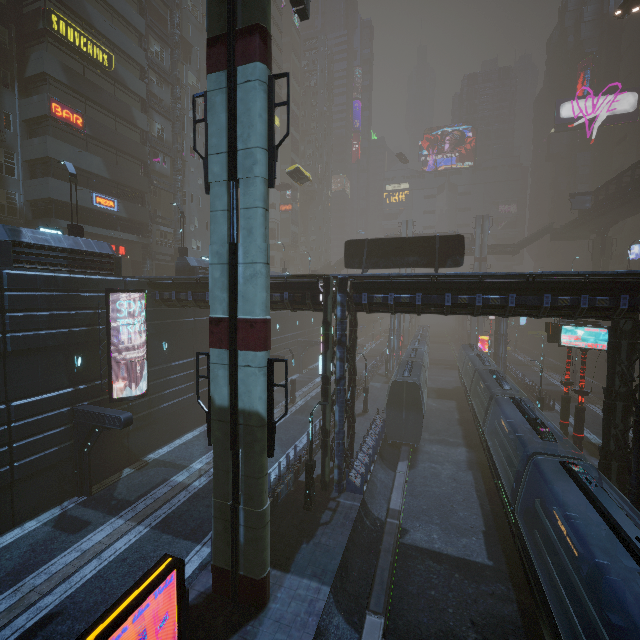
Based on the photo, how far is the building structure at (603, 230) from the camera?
48.19m

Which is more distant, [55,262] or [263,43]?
[55,262]

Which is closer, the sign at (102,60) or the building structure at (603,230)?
the sign at (102,60)

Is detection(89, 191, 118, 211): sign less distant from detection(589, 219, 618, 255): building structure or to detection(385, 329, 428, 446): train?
detection(385, 329, 428, 446): train

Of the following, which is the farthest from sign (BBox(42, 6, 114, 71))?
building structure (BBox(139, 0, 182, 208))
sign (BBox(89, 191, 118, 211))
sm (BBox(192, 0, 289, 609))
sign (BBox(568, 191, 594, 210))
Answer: sign (BBox(568, 191, 594, 210))

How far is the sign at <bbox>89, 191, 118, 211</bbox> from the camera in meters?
27.1

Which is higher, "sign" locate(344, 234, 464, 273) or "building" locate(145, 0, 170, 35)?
"building" locate(145, 0, 170, 35)

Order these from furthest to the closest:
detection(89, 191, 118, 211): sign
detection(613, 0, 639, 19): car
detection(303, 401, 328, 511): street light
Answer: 1. detection(613, 0, 639, 19): car
2. detection(89, 191, 118, 211): sign
3. detection(303, 401, 328, 511): street light
